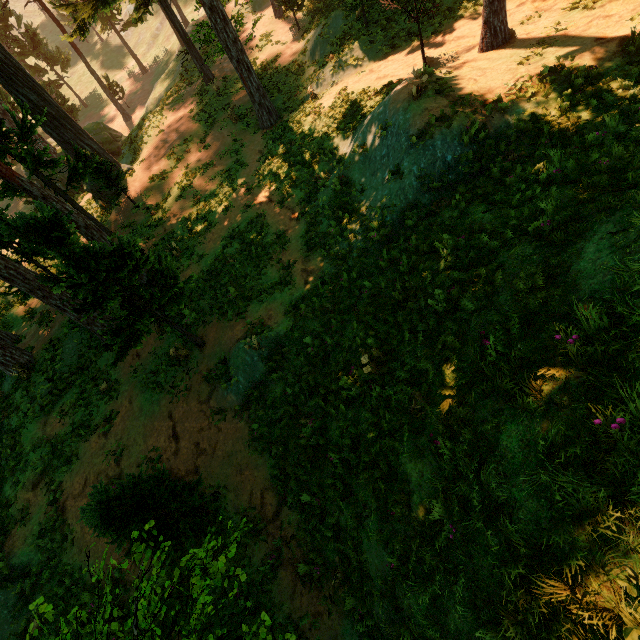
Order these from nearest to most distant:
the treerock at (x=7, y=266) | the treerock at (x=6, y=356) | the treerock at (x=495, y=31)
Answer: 1. the treerock at (x=7, y=266)
2. the treerock at (x=495, y=31)
3. the treerock at (x=6, y=356)

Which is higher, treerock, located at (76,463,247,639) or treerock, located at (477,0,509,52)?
treerock, located at (477,0,509,52)

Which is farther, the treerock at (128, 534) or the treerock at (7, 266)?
the treerock at (7, 266)

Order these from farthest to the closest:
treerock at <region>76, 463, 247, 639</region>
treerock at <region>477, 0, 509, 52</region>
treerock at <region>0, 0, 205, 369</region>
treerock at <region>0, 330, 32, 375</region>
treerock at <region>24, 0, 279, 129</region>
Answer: treerock at <region>24, 0, 279, 129</region> < treerock at <region>0, 330, 32, 375</region> < treerock at <region>477, 0, 509, 52</region> < treerock at <region>0, 0, 205, 369</region> < treerock at <region>76, 463, 247, 639</region>

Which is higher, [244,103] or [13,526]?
[244,103]

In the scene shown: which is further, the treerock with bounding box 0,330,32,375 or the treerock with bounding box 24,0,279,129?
the treerock with bounding box 24,0,279,129
